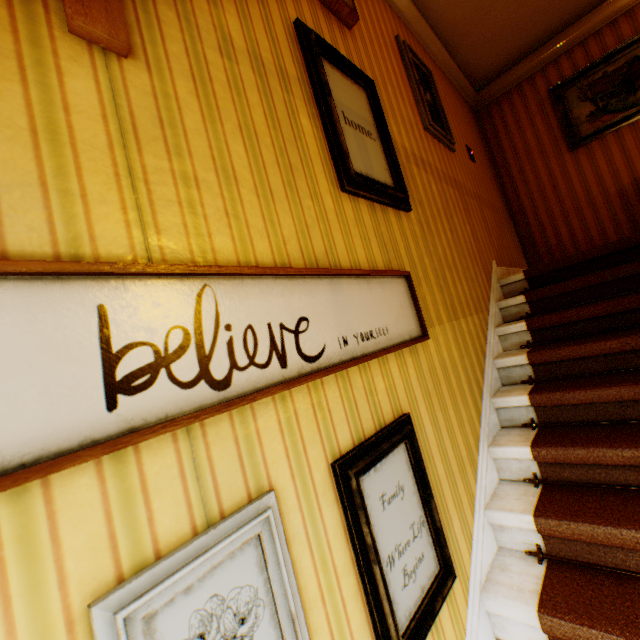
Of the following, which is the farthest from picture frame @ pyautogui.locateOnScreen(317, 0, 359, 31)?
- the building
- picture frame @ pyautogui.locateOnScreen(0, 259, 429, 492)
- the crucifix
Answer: picture frame @ pyautogui.locateOnScreen(0, 259, 429, 492)

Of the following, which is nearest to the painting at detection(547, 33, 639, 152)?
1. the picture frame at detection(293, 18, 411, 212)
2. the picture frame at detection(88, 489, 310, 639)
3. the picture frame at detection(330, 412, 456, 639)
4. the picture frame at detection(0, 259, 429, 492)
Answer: the picture frame at detection(293, 18, 411, 212)

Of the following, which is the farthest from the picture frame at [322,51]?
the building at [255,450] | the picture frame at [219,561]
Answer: the picture frame at [219,561]

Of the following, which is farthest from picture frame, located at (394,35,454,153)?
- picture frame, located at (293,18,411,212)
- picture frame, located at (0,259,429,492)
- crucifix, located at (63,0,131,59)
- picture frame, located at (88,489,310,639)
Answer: picture frame, located at (88,489,310,639)

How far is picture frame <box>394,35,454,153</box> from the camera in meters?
3.1

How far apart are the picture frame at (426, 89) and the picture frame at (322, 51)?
1.0m

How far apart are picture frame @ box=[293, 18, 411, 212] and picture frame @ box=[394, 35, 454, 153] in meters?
1.0

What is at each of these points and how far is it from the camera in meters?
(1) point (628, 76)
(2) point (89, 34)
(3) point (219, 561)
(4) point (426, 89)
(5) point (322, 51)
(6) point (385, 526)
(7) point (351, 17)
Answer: (1) painting, 4.2 m
(2) crucifix, 0.9 m
(3) picture frame, 0.8 m
(4) picture frame, 3.4 m
(5) picture frame, 1.9 m
(6) picture frame, 1.2 m
(7) picture frame, 2.2 m
